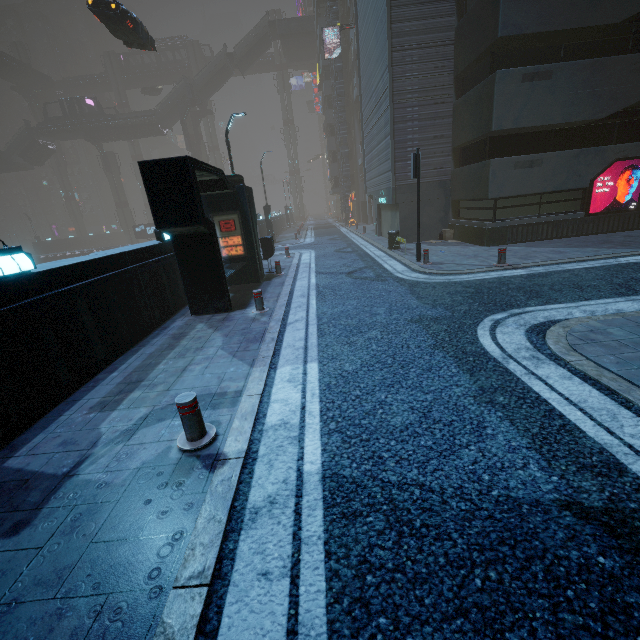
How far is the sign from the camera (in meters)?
46.43

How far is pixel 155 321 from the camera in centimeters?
820cm

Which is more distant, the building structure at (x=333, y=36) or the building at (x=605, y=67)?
the building structure at (x=333, y=36)

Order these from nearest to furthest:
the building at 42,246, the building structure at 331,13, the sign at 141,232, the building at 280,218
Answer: the building structure at 331,13 → the building at 280,218 → the sign at 141,232 → the building at 42,246

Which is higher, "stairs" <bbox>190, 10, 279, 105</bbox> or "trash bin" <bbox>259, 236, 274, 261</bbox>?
"stairs" <bbox>190, 10, 279, 105</bbox>

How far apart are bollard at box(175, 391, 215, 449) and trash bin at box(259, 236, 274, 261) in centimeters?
1021cm

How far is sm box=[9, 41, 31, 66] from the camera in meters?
57.6

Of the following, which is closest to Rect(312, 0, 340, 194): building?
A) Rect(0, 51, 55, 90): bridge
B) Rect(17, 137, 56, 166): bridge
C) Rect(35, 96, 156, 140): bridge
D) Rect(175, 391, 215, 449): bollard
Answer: Rect(35, 96, 156, 140): bridge
